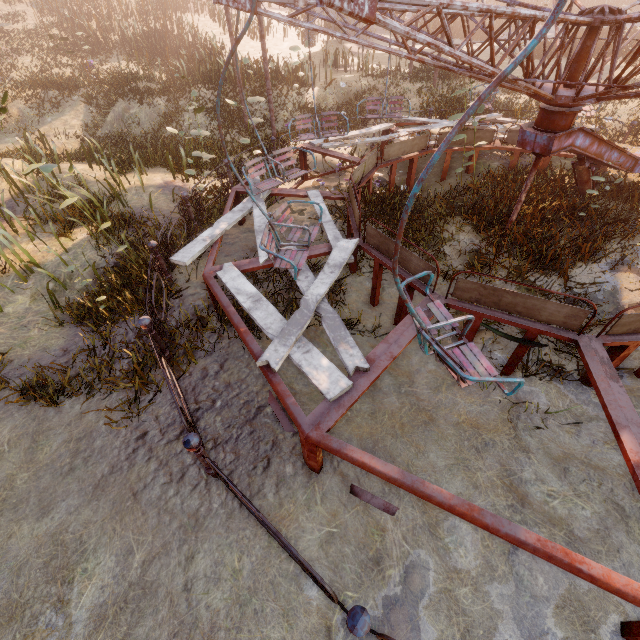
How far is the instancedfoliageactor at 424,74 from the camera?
10.9 meters

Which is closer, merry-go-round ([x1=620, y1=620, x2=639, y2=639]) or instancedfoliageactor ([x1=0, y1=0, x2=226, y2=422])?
merry-go-round ([x1=620, y1=620, x2=639, y2=639])

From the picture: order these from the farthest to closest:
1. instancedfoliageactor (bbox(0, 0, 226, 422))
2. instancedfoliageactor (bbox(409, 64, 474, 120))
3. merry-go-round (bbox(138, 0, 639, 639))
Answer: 1. instancedfoliageactor (bbox(409, 64, 474, 120))
2. instancedfoliageactor (bbox(0, 0, 226, 422))
3. merry-go-round (bbox(138, 0, 639, 639))

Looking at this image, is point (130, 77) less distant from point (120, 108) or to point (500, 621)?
point (120, 108)

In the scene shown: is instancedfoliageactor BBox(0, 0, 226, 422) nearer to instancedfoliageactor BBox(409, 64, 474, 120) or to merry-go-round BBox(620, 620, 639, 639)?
merry-go-round BBox(620, 620, 639, 639)

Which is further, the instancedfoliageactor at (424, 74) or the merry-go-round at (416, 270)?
the instancedfoliageactor at (424, 74)

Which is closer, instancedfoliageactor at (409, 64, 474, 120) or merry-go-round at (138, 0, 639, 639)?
merry-go-round at (138, 0, 639, 639)
